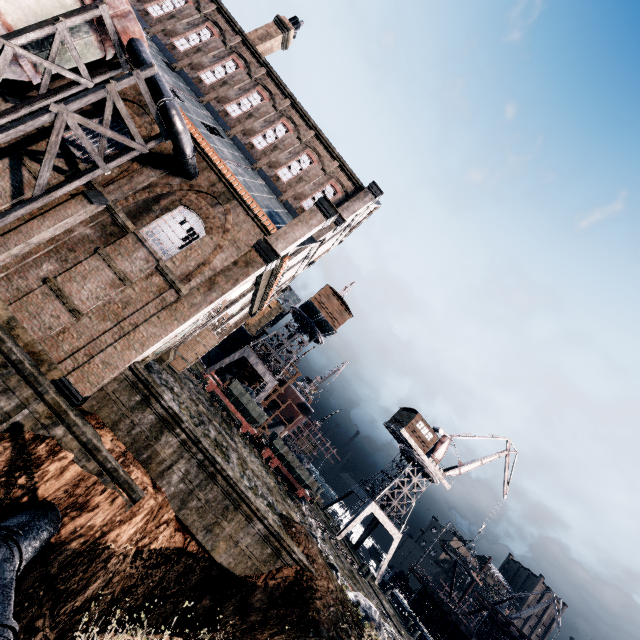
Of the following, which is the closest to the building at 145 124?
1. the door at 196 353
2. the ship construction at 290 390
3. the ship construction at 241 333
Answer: the door at 196 353

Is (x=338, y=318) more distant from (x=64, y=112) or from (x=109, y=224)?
(x=64, y=112)

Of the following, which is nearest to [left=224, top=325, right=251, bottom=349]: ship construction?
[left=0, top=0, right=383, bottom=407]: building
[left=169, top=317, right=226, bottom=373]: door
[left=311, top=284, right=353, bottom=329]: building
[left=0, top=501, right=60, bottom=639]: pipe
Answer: [left=311, top=284, right=353, bottom=329]: building

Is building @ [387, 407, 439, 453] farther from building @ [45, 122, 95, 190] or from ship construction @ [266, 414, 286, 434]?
building @ [45, 122, 95, 190]

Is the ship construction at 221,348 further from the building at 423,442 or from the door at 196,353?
the building at 423,442

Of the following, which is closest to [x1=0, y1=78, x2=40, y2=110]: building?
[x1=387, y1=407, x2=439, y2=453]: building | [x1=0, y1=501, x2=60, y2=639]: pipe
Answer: [x1=0, y1=501, x2=60, y2=639]: pipe

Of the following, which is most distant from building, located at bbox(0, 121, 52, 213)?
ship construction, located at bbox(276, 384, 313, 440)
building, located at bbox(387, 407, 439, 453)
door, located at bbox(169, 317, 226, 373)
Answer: building, located at bbox(387, 407, 439, 453)
